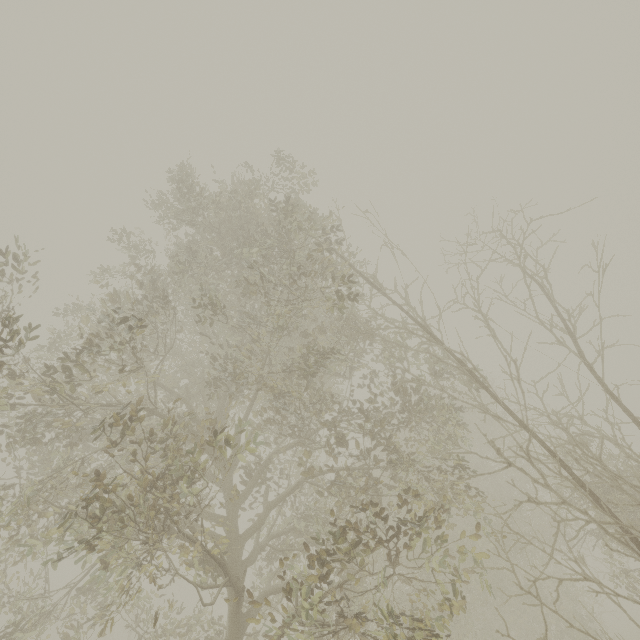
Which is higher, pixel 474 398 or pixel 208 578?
pixel 474 398
